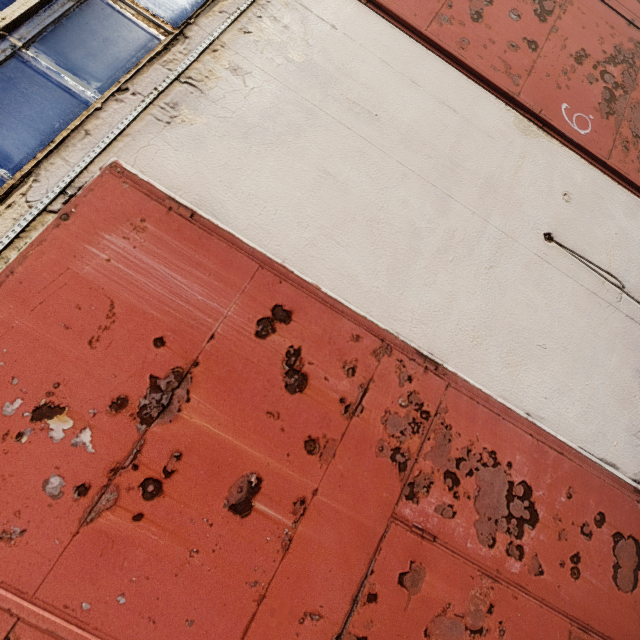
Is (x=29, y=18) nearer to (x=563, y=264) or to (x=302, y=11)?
(x=302, y=11)
